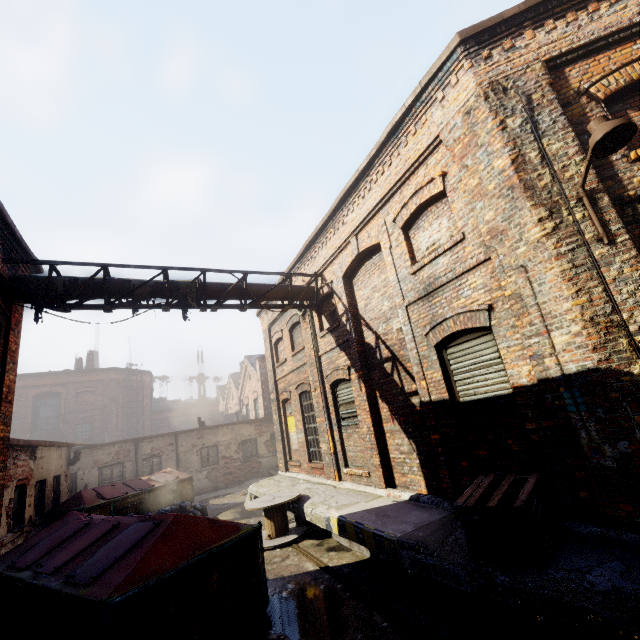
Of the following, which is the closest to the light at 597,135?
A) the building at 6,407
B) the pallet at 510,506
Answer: the pallet at 510,506

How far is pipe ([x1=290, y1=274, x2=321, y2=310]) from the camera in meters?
10.4 m

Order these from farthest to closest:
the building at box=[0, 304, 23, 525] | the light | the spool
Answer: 1. the spool
2. the building at box=[0, 304, 23, 525]
3. the light

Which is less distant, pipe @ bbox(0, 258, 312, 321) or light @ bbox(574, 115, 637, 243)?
light @ bbox(574, 115, 637, 243)

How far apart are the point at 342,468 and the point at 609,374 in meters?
7.4 m

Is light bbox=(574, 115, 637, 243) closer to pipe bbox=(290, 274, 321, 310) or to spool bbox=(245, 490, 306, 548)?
pipe bbox=(290, 274, 321, 310)

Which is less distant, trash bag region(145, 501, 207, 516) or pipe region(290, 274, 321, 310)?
pipe region(290, 274, 321, 310)

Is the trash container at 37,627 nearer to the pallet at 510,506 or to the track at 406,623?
the track at 406,623
